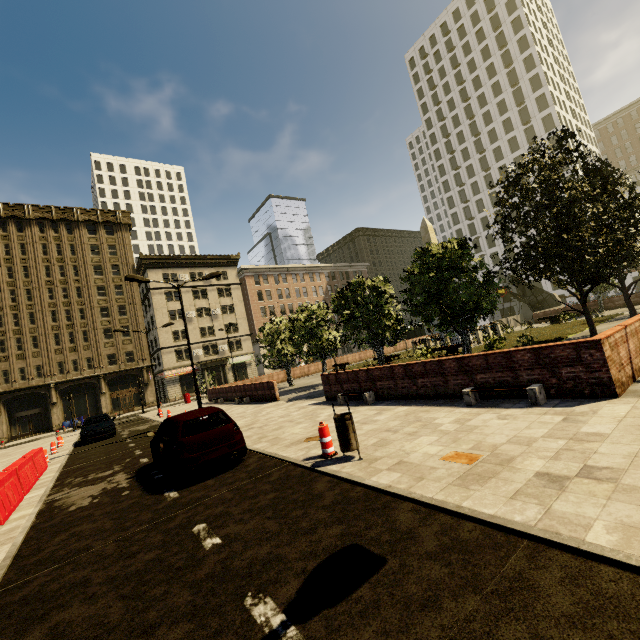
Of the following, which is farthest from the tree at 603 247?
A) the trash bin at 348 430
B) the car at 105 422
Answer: the car at 105 422

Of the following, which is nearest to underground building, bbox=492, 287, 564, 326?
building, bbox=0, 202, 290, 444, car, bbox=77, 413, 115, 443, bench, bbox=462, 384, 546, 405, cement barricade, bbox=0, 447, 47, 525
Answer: building, bbox=0, 202, 290, 444

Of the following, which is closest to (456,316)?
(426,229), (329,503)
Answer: (329,503)

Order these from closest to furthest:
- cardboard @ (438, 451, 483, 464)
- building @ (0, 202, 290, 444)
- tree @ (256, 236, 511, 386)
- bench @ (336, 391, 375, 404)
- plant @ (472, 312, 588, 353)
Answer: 1. cardboard @ (438, 451, 483, 464)
2. bench @ (336, 391, 375, 404)
3. tree @ (256, 236, 511, 386)
4. plant @ (472, 312, 588, 353)
5. building @ (0, 202, 290, 444)

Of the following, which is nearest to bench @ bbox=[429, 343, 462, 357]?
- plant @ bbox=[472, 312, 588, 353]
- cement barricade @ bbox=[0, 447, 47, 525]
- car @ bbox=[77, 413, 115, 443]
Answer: plant @ bbox=[472, 312, 588, 353]

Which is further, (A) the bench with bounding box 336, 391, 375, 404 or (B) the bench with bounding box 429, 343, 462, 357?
(B) the bench with bounding box 429, 343, 462, 357

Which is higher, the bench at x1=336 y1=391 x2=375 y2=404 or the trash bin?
the trash bin

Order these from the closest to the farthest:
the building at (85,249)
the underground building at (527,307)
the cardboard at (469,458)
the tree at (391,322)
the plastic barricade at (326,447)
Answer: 1. the cardboard at (469,458)
2. the plastic barricade at (326,447)
3. the tree at (391,322)
4. the building at (85,249)
5. the underground building at (527,307)
